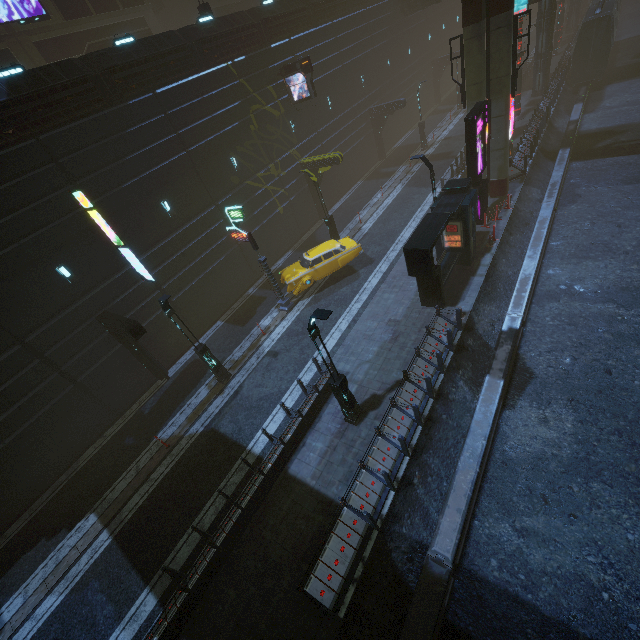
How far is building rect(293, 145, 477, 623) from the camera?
8.6m

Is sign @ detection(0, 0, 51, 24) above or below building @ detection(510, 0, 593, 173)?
above

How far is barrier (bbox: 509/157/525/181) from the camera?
21.5m

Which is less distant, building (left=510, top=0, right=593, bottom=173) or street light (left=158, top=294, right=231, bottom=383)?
street light (left=158, top=294, right=231, bottom=383)

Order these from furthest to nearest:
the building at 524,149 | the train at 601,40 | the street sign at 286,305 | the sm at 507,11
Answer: the train at 601,40
the building at 524,149
the street sign at 286,305
the sm at 507,11

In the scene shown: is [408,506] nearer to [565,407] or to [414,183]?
[565,407]

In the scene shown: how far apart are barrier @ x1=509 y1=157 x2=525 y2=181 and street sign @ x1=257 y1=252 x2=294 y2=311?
16.4 meters

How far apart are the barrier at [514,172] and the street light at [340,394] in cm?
1911
